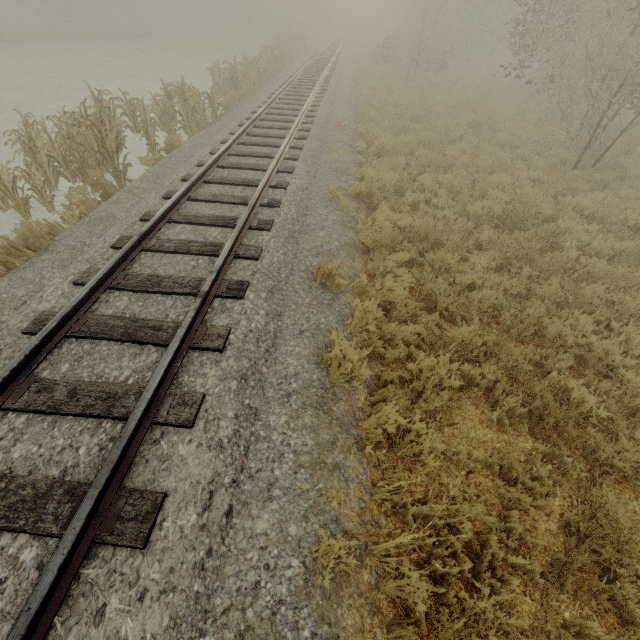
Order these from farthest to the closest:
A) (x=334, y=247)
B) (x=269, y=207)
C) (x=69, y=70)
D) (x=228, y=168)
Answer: (x=69, y=70), (x=228, y=168), (x=269, y=207), (x=334, y=247)
